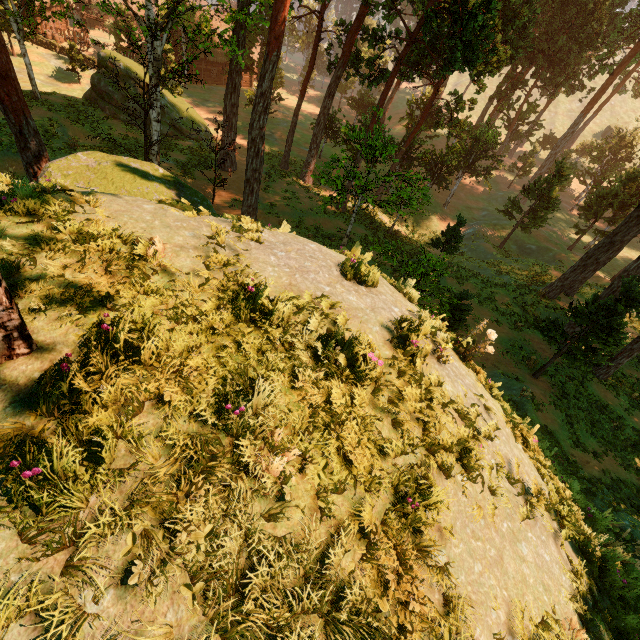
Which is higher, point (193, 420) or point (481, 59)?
point (481, 59)

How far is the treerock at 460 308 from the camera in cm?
1293

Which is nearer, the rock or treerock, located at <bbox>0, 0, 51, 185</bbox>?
the rock

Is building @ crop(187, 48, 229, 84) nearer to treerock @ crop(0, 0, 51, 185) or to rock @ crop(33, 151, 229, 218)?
treerock @ crop(0, 0, 51, 185)

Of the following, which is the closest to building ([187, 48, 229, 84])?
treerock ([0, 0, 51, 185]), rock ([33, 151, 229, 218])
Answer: treerock ([0, 0, 51, 185])

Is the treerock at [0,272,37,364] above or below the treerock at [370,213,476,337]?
above

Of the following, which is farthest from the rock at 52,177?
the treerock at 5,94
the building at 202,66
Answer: the building at 202,66
